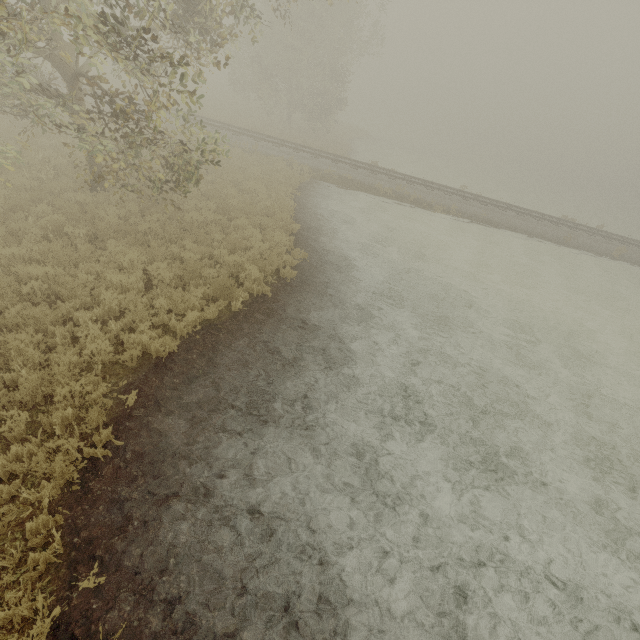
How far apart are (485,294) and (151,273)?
12.82m
